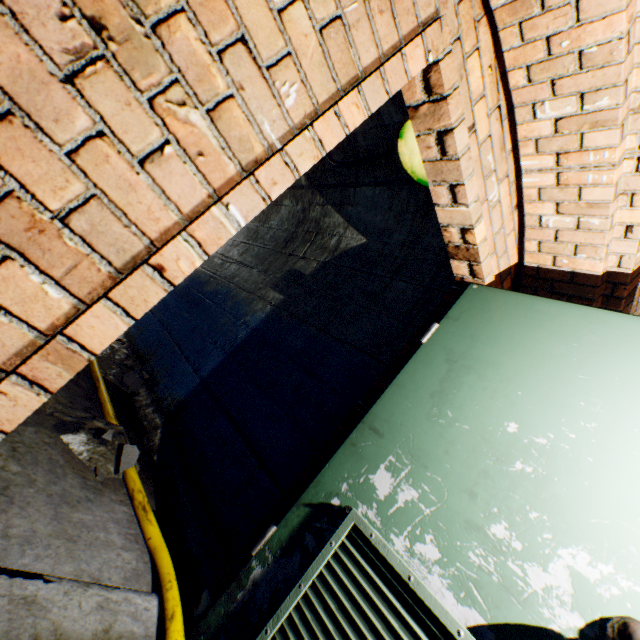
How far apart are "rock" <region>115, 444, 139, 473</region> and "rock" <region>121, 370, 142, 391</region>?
1.4 meters

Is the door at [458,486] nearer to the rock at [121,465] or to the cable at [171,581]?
the cable at [171,581]

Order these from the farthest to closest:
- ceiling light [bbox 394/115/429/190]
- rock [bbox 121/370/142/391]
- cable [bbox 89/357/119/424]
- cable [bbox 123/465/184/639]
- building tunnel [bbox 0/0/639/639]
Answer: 1. rock [bbox 121/370/142/391]
2. cable [bbox 89/357/119/424]
3. ceiling light [bbox 394/115/429/190]
4. cable [bbox 123/465/184/639]
5. building tunnel [bbox 0/0/639/639]

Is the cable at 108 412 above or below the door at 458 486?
below

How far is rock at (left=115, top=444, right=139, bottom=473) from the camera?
1.9m

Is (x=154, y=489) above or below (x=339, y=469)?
below

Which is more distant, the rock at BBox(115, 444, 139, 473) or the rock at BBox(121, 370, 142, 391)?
the rock at BBox(121, 370, 142, 391)

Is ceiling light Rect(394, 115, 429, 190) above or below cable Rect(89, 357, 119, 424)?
above
